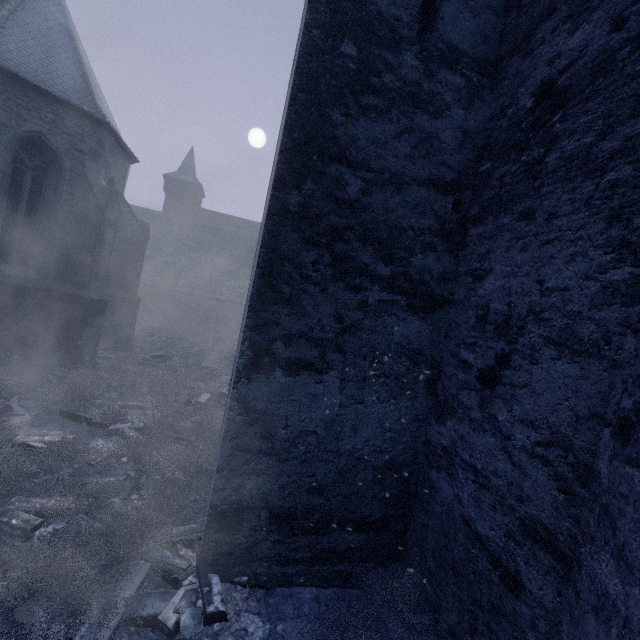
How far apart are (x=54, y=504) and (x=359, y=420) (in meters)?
3.79

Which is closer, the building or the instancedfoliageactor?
the building

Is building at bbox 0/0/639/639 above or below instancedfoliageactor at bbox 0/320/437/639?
above

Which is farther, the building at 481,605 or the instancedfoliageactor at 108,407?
the instancedfoliageactor at 108,407

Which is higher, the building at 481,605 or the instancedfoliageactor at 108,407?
the building at 481,605
